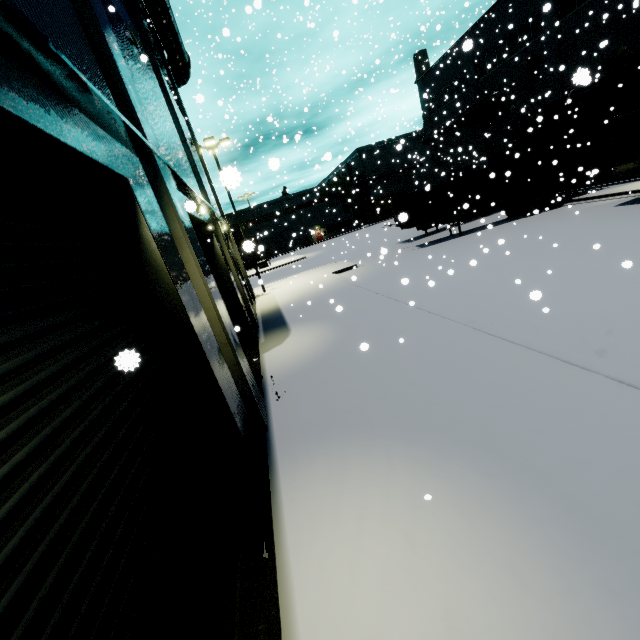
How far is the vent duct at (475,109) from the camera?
26.94m

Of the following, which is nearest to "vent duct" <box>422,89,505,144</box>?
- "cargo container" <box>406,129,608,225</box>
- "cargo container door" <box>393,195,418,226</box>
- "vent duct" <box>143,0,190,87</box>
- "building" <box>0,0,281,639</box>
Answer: "building" <box>0,0,281,639</box>

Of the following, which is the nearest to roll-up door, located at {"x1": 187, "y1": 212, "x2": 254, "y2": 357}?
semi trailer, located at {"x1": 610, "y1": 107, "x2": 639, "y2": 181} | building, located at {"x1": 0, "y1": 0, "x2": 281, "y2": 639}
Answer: building, located at {"x1": 0, "y1": 0, "x2": 281, "y2": 639}

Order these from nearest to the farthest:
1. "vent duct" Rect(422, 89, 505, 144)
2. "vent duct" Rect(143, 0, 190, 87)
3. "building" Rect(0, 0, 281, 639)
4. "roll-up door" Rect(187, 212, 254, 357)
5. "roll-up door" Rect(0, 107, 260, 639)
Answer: "roll-up door" Rect(0, 107, 260, 639)
"building" Rect(0, 0, 281, 639)
"roll-up door" Rect(187, 212, 254, 357)
"vent duct" Rect(143, 0, 190, 87)
"vent duct" Rect(422, 89, 505, 144)

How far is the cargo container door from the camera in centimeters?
603cm

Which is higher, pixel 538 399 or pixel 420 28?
pixel 420 28

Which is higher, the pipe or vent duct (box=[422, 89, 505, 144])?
vent duct (box=[422, 89, 505, 144])

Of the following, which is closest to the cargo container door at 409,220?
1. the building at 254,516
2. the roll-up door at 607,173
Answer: the roll-up door at 607,173
